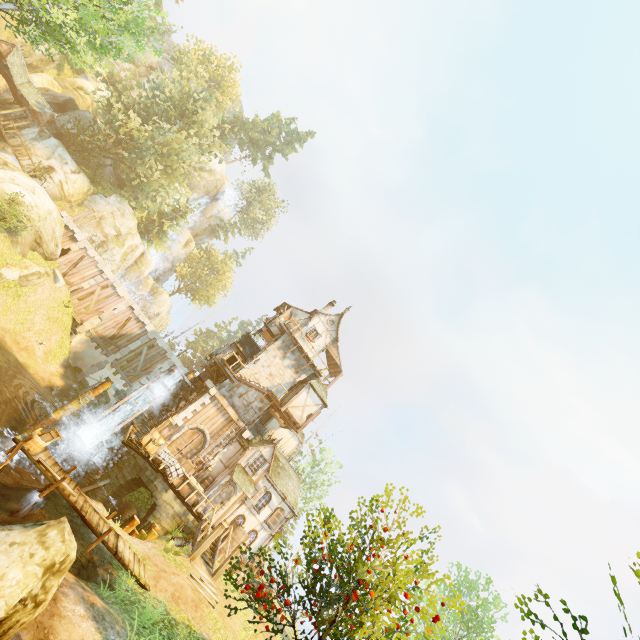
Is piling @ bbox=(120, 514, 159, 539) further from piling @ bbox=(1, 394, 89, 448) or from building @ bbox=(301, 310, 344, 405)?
piling @ bbox=(1, 394, 89, 448)

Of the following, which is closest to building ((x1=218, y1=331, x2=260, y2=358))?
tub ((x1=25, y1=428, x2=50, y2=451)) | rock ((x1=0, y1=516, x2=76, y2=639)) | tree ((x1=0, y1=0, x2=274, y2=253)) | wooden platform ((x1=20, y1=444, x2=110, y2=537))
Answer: wooden platform ((x1=20, y1=444, x2=110, y2=537))

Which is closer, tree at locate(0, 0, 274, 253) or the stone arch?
tree at locate(0, 0, 274, 253)

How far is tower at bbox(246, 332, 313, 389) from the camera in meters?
26.2 m

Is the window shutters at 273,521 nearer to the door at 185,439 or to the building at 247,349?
the building at 247,349

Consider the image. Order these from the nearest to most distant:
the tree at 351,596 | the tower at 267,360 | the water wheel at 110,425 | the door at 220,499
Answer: the tree at 351,596 → the water wheel at 110,425 → the door at 220,499 → the tower at 267,360

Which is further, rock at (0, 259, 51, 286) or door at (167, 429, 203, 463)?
door at (167, 429, 203, 463)

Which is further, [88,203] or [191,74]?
[191,74]
